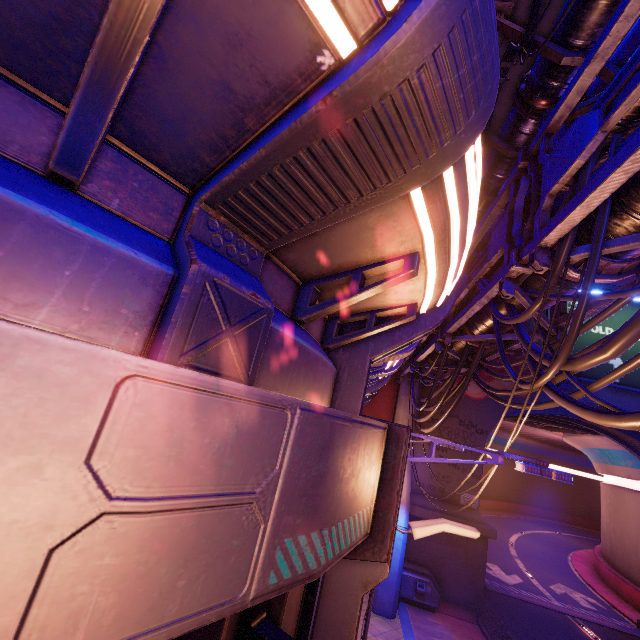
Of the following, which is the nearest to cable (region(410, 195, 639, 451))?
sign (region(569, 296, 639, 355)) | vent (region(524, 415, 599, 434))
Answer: sign (region(569, 296, 639, 355))

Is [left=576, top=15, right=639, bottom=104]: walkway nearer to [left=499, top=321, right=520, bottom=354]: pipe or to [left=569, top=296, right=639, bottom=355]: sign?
[left=499, top=321, right=520, bottom=354]: pipe

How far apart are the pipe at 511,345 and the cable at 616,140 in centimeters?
1cm

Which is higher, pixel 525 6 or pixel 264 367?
pixel 525 6

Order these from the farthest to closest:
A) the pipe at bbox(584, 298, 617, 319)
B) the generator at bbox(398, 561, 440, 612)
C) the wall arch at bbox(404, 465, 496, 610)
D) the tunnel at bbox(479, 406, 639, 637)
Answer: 1. the tunnel at bbox(479, 406, 639, 637)
2. the wall arch at bbox(404, 465, 496, 610)
3. the generator at bbox(398, 561, 440, 612)
4. the pipe at bbox(584, 298, 617, 319)

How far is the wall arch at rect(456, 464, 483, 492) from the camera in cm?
1828

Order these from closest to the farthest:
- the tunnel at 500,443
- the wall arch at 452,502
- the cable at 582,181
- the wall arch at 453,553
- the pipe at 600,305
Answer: the cable at 582,181, the pipe at 600,305, the wall arch at 453,553, the wall arch at 452,502, the tunnel at 500,443

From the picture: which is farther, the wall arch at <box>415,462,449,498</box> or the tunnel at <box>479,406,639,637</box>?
the tunnel at <box>479,406,639,637</box>
